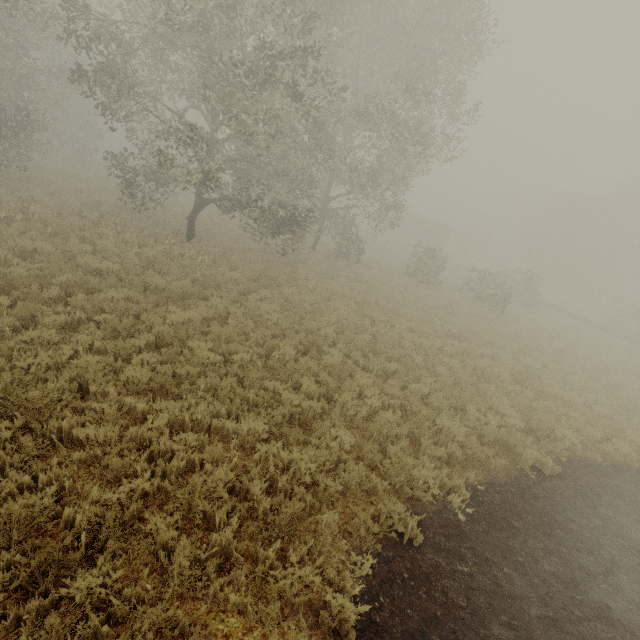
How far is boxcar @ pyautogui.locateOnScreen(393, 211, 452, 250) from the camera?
48.97m

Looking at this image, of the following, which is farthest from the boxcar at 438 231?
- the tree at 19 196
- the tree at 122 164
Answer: the tree at 19 196

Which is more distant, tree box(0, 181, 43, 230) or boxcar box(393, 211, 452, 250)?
boxcar box(393, 211, 452, 250)

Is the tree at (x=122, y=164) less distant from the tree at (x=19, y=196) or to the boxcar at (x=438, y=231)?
the tree at (x=19, y=196)

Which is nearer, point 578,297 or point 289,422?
point 289,422

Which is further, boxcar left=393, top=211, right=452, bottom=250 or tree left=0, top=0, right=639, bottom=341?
boxcar left=393, top=211, right=452, bottom=250

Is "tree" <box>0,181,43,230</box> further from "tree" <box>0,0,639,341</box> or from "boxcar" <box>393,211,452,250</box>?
"boxcar" <box>393,211,452,250</box>
